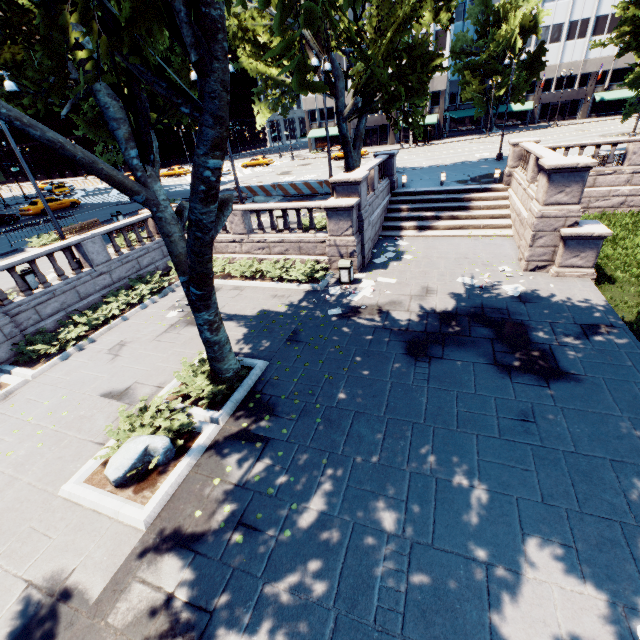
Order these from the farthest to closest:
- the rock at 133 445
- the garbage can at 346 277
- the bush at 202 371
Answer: the garbage can at 346 277
the bush at 202 371
the rock at 133 445

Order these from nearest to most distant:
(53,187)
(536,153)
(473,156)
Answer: (536,153), (473,156), (53,187)

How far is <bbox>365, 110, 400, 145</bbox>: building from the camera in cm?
5581

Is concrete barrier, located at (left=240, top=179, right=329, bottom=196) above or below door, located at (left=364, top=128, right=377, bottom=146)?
below

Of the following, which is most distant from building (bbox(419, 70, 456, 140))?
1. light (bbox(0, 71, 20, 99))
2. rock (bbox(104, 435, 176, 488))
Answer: rock (bbox(104, 435, 176, 488))

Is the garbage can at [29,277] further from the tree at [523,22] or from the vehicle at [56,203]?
the vehicle at [56,203]

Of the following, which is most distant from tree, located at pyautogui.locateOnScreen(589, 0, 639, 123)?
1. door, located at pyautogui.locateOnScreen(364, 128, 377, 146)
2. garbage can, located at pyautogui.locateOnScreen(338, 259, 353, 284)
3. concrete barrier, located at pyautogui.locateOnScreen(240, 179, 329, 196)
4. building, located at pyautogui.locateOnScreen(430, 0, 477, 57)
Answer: door, located at pyautogui.locateOnScreen(364, 128, 377, 146)

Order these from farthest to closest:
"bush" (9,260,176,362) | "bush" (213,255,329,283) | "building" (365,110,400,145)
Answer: "building" (365,110,400,145) < "bush" (213,255,329,283) < "bush" (9,260,176,362)
